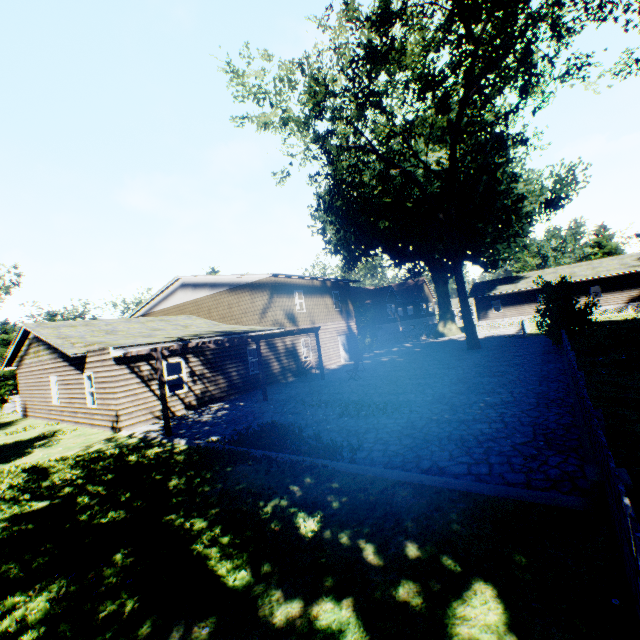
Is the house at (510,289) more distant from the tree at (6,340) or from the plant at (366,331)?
the tree at (6,340)

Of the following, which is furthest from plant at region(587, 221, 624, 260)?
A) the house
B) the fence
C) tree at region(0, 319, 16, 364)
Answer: the house

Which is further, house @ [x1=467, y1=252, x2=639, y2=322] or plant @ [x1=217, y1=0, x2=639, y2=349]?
house @ [x1=467, y1=252, x2=639, y2=322]

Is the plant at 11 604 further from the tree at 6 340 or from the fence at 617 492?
the tree at 6 340

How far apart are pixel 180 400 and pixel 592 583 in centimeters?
1516cm

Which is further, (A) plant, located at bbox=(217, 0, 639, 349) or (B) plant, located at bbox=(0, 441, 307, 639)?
(A) plant, located at bbox=(217, 0, 639, 349)

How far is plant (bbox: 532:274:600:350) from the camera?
15.92m
